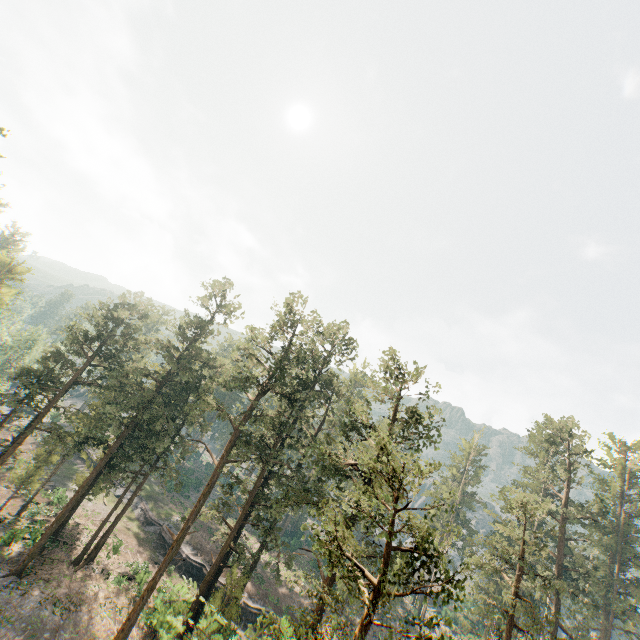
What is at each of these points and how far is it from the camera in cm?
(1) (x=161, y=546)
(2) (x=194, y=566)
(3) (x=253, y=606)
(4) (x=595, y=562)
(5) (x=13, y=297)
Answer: (1) ground embankment, 4147
(2) ground embankment, 3959
(3) ground embankment, 3738
(4) foliage, 4341
(5) foliage, 4147

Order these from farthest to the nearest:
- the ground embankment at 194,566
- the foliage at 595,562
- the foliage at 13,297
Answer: the foliage at 13,297 < the ground embankment at 194,566 < the foliage at 595,562

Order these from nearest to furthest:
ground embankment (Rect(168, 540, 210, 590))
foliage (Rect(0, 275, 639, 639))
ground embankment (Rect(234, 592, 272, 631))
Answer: foliage (Rect(0, 275, 639, 639)) → ground embankment (Rect(234, 592, 272, 631)) → ground embankment (Rect(168, 540, 210, 590))

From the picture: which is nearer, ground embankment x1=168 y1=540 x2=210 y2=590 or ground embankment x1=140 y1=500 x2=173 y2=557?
ground embankment x1=168 y1=540 x2=210 y2=590

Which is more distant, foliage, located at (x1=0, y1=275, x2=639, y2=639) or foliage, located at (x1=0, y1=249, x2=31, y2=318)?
foliage, located at (x1=0, y1=249, x2=31, y2=318)

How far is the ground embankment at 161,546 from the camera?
41.09m

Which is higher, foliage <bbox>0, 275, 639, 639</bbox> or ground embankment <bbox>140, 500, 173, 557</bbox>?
foliage <bbox>0, 275, 639, 639</bbox>
